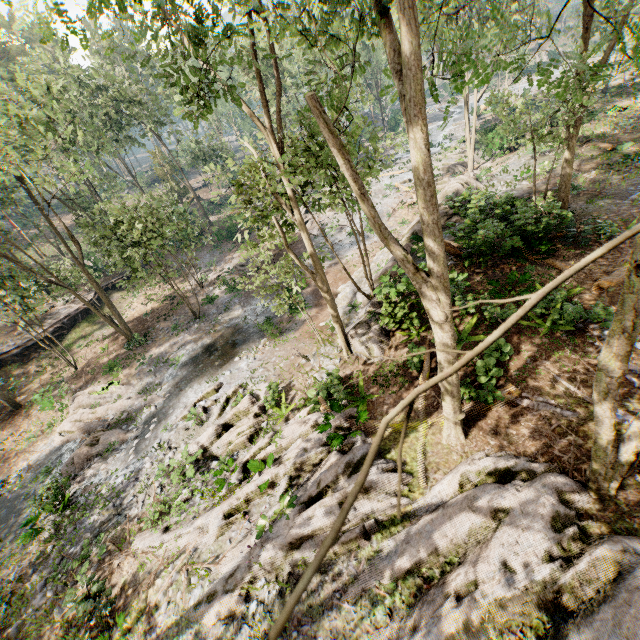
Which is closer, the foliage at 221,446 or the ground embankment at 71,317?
the foliage at 221,446

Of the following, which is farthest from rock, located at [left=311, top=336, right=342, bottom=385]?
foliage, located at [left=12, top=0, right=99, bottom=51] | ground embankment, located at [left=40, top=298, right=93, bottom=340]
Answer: ground embankment, located at [left=40, top=298, right=93, bottom=340]

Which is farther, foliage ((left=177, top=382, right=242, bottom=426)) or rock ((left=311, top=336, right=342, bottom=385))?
foliage ((left=177, top=382, right=242, bottom=426))

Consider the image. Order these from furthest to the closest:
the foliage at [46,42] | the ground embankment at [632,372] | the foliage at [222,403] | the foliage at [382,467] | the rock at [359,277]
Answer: the rock at [359,277], the foliage at [222,403], the ground embankment at [632,372], the foliage at [46,42], the foliage at [382,467]

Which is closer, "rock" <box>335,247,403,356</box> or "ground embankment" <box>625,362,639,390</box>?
"ground embankment" <box>625,362,639,390</box>

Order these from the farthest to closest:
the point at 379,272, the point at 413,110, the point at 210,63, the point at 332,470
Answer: the point at 210,63 → the point at 379,272 → the point at 332,470 → the point at 413,110

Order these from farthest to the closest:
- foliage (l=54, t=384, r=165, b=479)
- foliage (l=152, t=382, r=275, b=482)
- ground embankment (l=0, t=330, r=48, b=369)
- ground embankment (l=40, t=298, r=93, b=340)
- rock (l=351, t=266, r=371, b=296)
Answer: ground embankment (l=40, t=298, r=93, b=340) → ground embankment (l=0, t=330, r=48, b=369) → rock (l=351, t=266, r=371, b=296) → foliage (l=54, t=384, r=165, b=479) → foliage (l=152, t=382, r=275, b=482)

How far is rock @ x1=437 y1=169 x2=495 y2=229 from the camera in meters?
15.4 m
